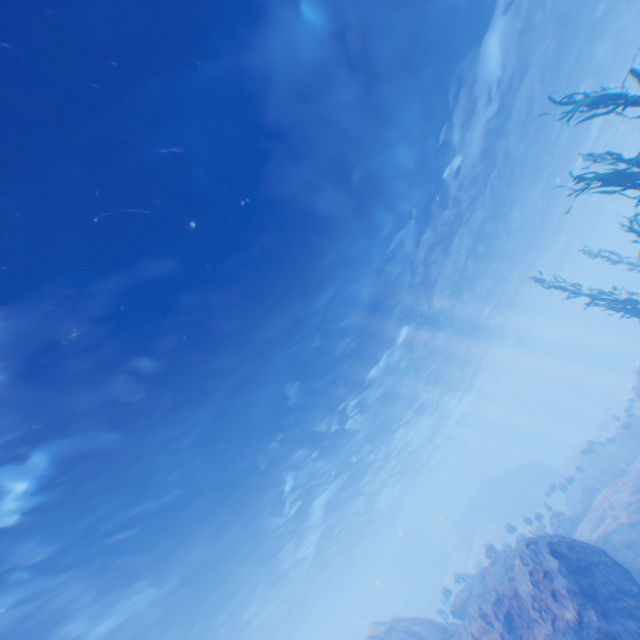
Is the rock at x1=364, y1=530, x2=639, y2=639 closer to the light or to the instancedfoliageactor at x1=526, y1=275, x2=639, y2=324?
the light

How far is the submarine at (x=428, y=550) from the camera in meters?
36.8 m

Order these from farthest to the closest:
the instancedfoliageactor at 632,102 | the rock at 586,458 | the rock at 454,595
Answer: the rock at 586,458
the rock at 454,595
the instancedfoliageactor at 632,102

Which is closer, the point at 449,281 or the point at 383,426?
the point at 449,281

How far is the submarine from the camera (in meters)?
36.81

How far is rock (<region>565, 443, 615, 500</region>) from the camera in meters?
21.0

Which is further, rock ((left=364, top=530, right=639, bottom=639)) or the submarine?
the submarine

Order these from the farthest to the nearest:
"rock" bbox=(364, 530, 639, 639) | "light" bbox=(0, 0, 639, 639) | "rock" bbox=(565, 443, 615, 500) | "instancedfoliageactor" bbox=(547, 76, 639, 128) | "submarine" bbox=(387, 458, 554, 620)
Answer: "submarine" bbox=(387, 458, 554, 620) → "rock" bbox=(565, 443, 615, 500) → "rock" bbox=(364, 530, 639, 639) → "instancedfoliageactor" bbox=(547, 76, 639, 128) → "light" bbox=(0, 0, 639, 639)
